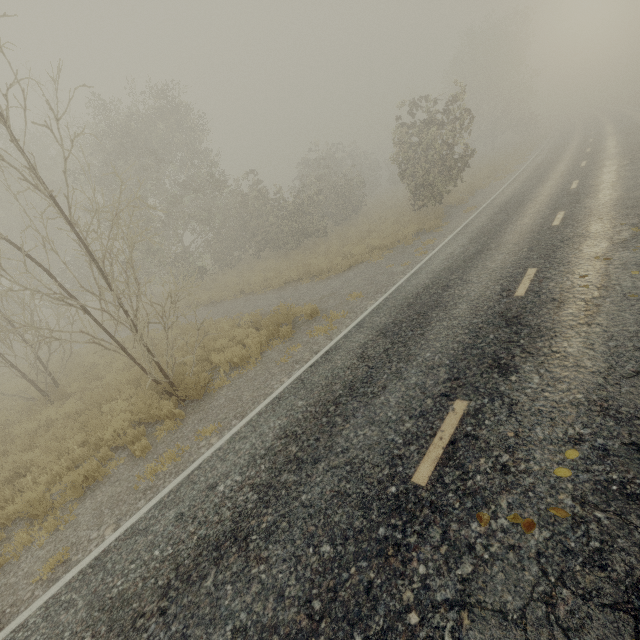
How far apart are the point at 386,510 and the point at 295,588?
1.19m

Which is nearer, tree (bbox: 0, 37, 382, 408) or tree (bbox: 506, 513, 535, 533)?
tree (bbox: 506, 513, 535, 533)

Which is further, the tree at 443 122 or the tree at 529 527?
the tree at 443 122

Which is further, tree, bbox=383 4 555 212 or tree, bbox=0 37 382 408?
tree, bbox=383 4 555 212

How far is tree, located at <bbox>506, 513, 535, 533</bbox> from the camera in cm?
295

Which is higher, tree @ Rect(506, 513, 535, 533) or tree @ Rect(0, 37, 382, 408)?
tree @ Rect(0, 37, 382, 408)

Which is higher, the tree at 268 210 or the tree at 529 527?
the tree at 268 210

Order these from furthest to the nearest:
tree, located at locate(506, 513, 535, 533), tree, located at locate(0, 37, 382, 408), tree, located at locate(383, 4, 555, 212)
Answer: tree, located at locate(383, 4, 555, 212) → tree, located at locate(0, 37, 382, 408) → tree, located at locate(506, 513, 535, 533)
